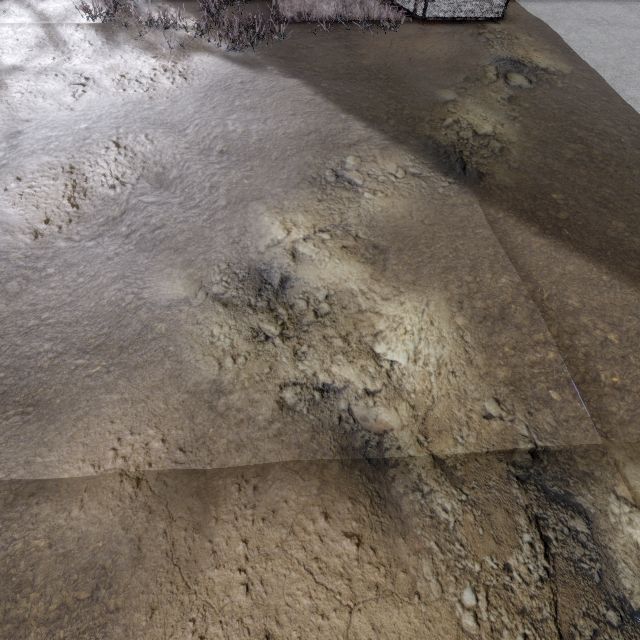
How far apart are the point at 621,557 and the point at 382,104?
10.3 meters
